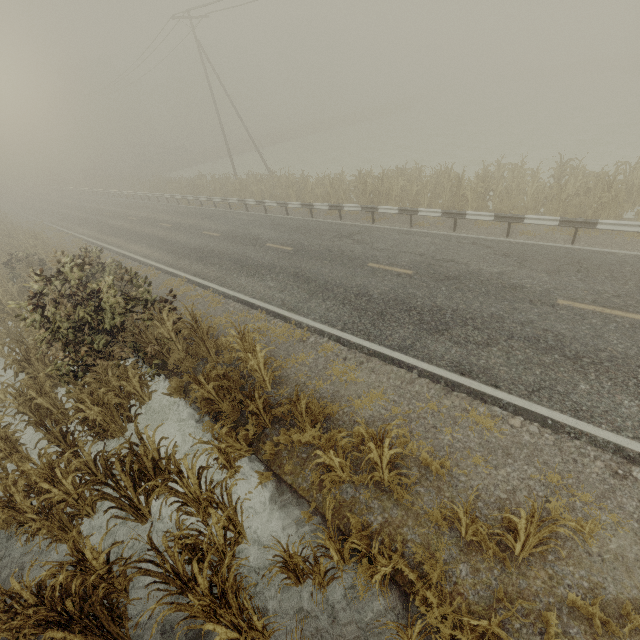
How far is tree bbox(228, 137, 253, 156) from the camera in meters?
50.5 m

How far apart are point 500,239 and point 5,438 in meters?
15.6

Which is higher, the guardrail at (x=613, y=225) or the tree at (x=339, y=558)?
the guardrail at (x=613, y=225)

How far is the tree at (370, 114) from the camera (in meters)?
53.41

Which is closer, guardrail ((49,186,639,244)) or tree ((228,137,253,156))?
guardrail ((49,186,639,244))

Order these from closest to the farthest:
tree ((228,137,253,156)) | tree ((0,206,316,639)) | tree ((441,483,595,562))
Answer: tree ((441,483,595,562)) < tree ((0,206,316,639)) < tree ((228,137,253,156))

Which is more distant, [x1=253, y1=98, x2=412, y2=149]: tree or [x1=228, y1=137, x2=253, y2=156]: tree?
[x1=253, y1=98, x2=412, y2=149]: tree

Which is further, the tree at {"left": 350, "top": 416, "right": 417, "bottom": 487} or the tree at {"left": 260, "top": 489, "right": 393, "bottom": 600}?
the tree at {"left": 350, "top": 416, "right": 417, "bottom": 487}
